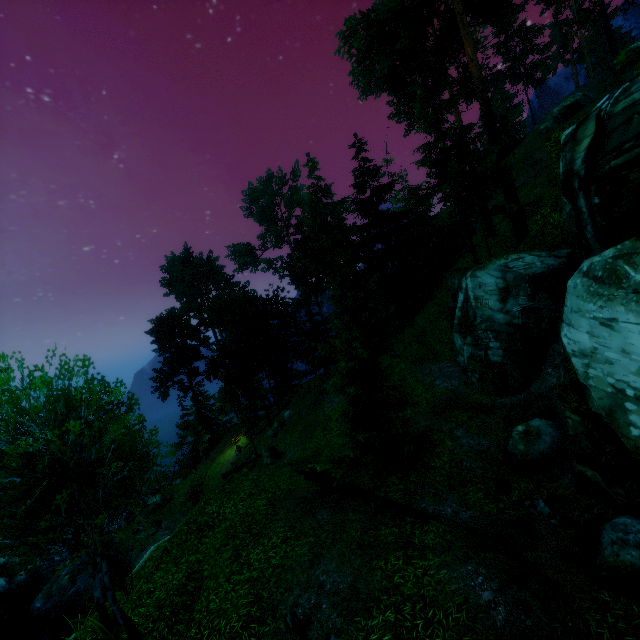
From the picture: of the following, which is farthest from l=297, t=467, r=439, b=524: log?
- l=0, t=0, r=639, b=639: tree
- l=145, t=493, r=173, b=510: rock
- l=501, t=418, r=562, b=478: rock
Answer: l=145, t=493, r=173, b=510: rock

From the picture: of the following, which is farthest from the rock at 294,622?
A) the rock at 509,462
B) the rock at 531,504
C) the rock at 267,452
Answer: the rock at 267,452

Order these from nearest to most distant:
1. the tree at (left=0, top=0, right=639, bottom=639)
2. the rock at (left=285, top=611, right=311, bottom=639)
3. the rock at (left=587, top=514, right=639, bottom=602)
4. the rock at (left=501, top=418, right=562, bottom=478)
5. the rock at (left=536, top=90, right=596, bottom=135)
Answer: the rock at (left=587, top=514, right=639, bottom=602) < the rock at (left=285, top=611, right=311, bottom=639) < the tree at (left=0, top=0, right=639, bottom=639) < the rock at (left=501, top=418, right=562, bottom=478) < the rock at (left=536, top=90, right=596, bottom=135)

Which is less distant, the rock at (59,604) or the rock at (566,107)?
the rock at (59,604)

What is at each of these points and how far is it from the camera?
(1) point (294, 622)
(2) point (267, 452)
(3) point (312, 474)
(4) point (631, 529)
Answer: (1) rock, 8.0m
(2) rock, 23.9m
(3) log, 14.0m
(4) rock, 8.1m

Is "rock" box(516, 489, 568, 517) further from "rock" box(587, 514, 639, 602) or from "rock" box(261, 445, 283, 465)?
"rock" box(261, 445, 283, 465)

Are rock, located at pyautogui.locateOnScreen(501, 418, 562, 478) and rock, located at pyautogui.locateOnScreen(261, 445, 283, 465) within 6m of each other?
no

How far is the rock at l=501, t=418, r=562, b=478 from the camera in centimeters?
1189cm
